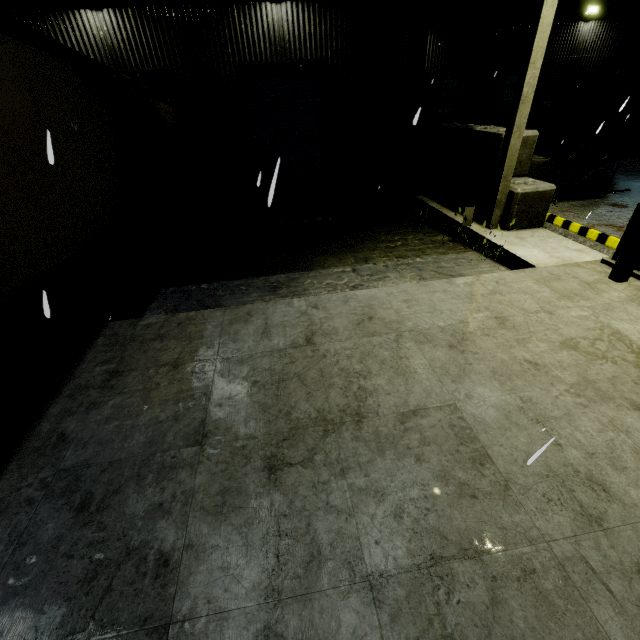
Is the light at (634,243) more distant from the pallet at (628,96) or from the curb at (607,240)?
the pallet at (628,96)

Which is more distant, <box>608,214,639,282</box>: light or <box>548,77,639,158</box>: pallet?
<box>548,77,639,158</box>: pallet

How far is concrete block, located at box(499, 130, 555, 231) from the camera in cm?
722

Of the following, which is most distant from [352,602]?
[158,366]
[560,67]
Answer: [560,67]

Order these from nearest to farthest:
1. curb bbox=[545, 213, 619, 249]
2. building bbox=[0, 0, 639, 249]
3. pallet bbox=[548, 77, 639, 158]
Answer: curb bbox=[545, 213, 619, 249], building bbox=[0, 0, 639, 249], pallet bbox=[548, 77, 639, 158]

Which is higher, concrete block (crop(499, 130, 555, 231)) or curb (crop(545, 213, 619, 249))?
concrete block (crop(499, 130, 555, 231))

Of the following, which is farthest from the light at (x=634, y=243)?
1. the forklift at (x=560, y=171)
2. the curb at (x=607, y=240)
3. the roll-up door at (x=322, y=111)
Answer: the forklift at (x=560, y=171)

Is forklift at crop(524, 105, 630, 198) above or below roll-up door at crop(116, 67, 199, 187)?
below
